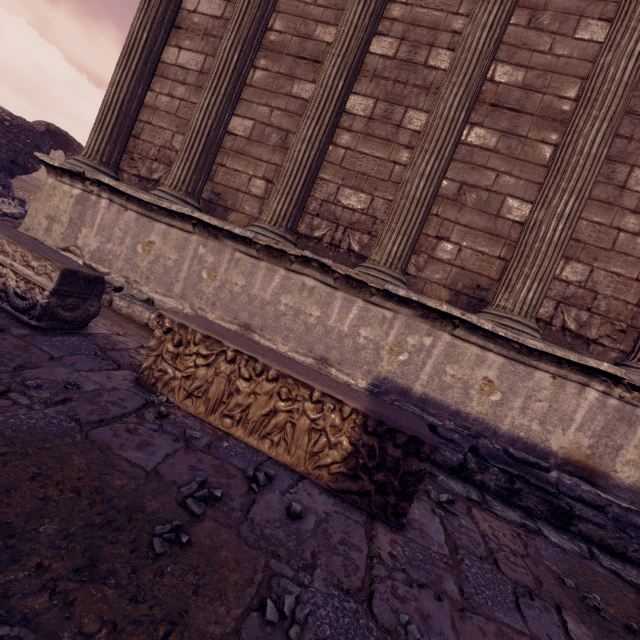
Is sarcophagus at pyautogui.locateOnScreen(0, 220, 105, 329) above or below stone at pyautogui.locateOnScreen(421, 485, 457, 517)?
above

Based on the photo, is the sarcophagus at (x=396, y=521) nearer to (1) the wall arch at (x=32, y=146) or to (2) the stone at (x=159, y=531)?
(2) the stone at (x=159, y=531)

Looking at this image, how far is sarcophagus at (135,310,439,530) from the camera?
1.9m

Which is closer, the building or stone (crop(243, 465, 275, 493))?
stone (crop(243, 465, 275, 493))

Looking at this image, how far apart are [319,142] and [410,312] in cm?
227

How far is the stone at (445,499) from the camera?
2.21m

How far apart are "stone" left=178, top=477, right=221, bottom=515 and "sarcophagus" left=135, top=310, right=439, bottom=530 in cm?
54
